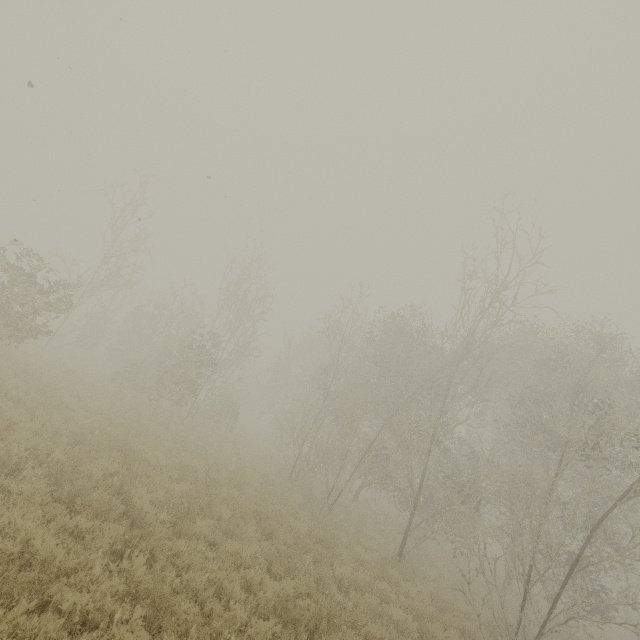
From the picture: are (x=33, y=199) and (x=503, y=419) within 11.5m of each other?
no

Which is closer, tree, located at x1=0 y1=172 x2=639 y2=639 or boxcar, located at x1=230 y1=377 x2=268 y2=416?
tree, located at x1=0 y1=172 x2=639 y2=639

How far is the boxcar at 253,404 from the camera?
48.8 meters

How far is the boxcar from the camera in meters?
48.8 m

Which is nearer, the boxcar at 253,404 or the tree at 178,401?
the tree at 178,401
